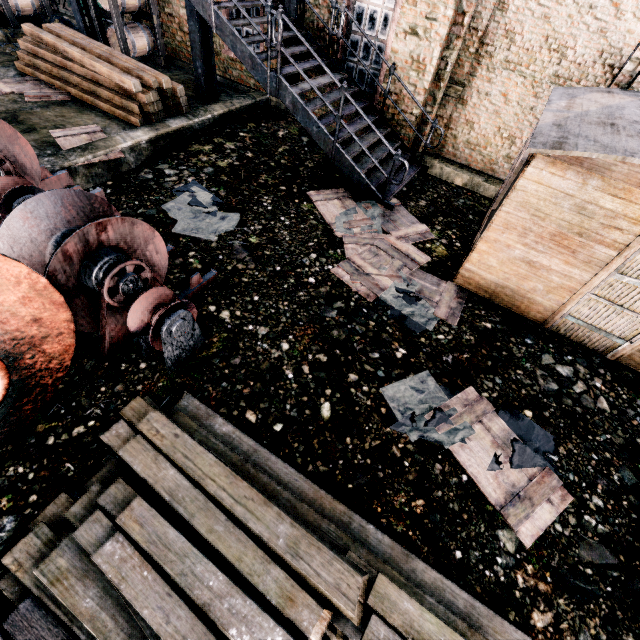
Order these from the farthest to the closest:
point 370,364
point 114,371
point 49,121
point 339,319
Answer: point 49,121, point 339,319, point 370,364, point 114,371

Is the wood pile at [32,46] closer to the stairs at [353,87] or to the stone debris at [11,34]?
the stone debris at [11,34]

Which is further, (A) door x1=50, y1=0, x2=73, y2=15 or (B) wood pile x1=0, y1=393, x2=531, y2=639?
(A) door x1=50, y1=0, x2=73, y2=15

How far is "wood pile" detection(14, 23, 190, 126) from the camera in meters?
9.0

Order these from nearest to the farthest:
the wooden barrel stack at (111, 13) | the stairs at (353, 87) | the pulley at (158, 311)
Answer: the pulley at (158, 311) → the stairs at (353, 87) → the wooden barrel stack at (111, 13)

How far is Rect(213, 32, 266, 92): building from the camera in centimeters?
1162cm

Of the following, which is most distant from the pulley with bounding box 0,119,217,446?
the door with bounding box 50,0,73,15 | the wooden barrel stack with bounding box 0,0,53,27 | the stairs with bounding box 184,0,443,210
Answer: the wooden barrel stack with bounding box 0,0,53,27
